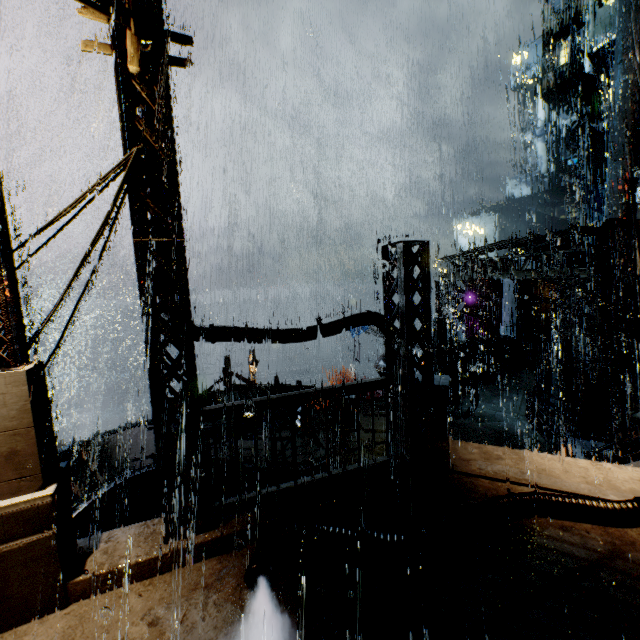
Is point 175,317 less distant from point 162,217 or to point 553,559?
point 162,217

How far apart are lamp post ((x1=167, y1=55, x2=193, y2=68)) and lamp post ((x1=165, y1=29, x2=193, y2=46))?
0.20m

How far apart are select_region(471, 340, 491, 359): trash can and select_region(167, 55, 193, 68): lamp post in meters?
22.4 m

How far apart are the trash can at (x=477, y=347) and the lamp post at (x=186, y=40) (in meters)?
22.48

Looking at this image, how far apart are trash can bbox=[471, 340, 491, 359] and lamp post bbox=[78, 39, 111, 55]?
23.2m

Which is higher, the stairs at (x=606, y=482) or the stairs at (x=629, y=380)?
the stairs at (x=606, y=482)

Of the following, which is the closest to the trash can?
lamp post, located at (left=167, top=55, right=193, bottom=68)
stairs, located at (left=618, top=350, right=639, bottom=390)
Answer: stairs, located at (left=618, top=350, right=639, bottom=390)

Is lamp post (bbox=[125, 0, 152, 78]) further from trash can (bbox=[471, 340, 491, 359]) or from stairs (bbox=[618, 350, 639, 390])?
stairs (bbox=[618, 350, 639, 390])
